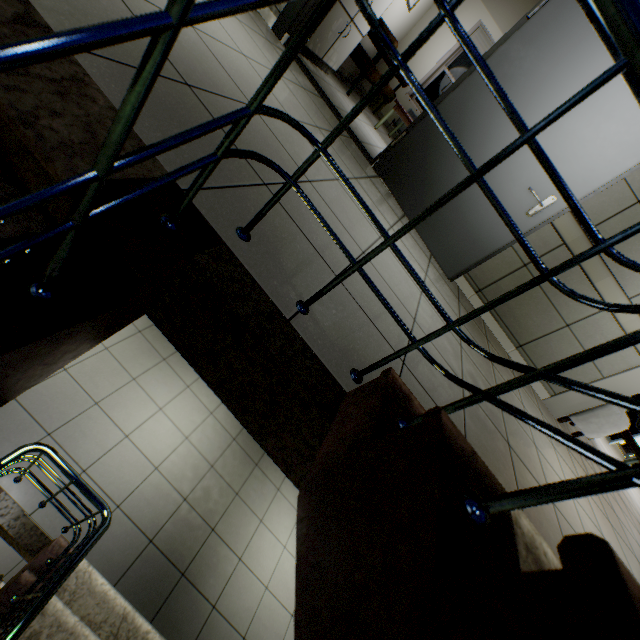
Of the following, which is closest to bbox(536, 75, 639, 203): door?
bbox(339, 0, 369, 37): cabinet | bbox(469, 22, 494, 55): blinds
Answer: bbox(339, 0, 369, 37): cabinet

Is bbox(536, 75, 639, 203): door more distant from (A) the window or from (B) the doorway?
(B) the doorway

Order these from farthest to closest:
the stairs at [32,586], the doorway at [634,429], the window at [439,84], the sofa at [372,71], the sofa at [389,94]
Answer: the doorway at [634,429] → the window at [439,84] → the sofa at [389,94] → the sofa at [372,71] → the stairs at [32,586]

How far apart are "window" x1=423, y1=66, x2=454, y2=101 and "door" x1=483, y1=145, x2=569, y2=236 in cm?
488

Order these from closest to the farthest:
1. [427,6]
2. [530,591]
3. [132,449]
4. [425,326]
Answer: [530,591]
[425,326]
[132,449]
[427,6]

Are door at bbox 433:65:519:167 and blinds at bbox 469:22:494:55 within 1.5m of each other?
no

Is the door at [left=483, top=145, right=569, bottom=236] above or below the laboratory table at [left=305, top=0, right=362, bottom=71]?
above

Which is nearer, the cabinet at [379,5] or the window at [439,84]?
the cabinet at [379,5]
